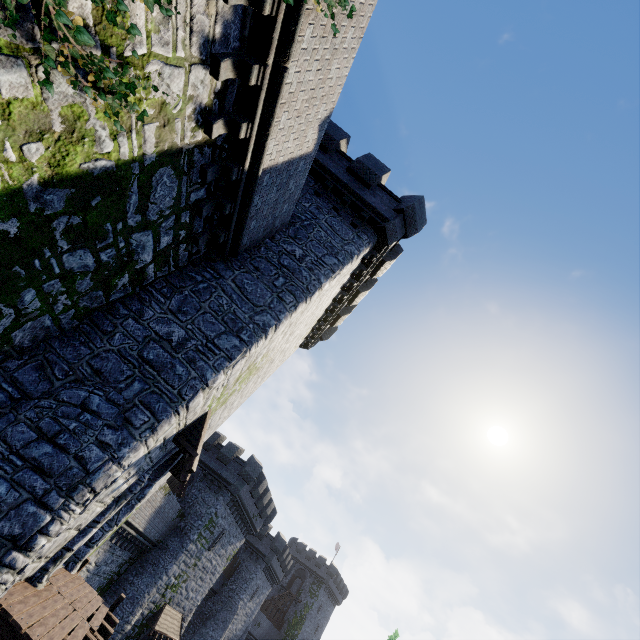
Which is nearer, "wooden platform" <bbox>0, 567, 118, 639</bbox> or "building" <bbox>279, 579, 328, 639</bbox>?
"wooden platform" <bbox>0, 567, 118, 639</bbox>

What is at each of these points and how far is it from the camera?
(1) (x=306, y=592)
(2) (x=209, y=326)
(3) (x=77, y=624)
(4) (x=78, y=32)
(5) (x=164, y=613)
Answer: (1) building, 59.44m
(2) building, 8.27m
(3) wooden platform, 7.34m
(4) ivy, 3.37m
(5) awning, 24.80m

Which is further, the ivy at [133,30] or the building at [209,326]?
the building at [209,326]

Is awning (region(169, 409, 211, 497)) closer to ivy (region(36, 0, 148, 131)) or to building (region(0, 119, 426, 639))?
building (region(0, 119, 426, 639))

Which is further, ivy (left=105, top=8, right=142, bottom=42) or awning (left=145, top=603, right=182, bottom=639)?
awning (left=145, top=603, right=182, bottom=639)

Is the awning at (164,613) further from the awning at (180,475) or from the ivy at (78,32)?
the ivy at (78,32)

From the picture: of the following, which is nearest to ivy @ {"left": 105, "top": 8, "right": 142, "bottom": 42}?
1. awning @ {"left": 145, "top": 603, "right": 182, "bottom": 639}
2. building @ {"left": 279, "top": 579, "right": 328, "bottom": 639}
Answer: awning @ {"left": 145, "top": 603, "right": 182, "bottom": 639}

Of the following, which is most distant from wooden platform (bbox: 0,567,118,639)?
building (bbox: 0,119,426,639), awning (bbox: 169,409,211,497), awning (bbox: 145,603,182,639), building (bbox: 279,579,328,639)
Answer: building (bbox: 279,579,328,639)
